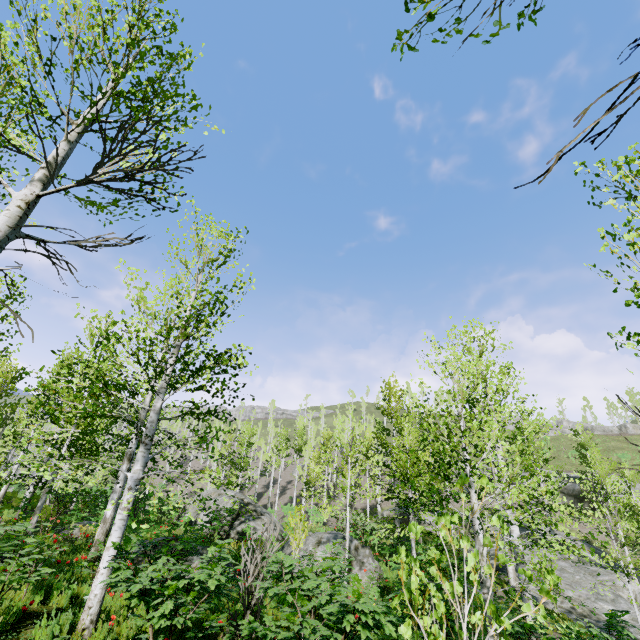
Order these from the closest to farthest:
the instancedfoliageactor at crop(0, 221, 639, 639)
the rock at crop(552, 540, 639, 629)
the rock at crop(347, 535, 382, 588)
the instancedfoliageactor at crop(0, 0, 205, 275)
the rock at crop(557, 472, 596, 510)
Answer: the instancedfoliageactor at crop(0, 0, 205, 275)
the instancedfoliageactor at crop(0, 221, 639, 639)
the rock at crop(347, 535, 382, 588)
the rock at crop(552, 540, 639, 629)
the rock at crop(557, 472, 596, 510)

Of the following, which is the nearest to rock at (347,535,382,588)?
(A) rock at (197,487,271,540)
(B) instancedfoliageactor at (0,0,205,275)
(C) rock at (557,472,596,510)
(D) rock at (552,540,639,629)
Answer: (A) rock at (197,487,271,540)

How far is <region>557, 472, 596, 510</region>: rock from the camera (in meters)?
33.75

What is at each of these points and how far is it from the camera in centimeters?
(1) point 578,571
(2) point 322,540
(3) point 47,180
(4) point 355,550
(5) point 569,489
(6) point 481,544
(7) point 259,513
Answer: (1) rock, 1809cm
(2) rock, 1252cm
(3) instancedfoliageactor, 366cm
(4) rock, 1252cm
(5) rock, 3488cm
(6) instancedfoliageactor, 589cm
(7) rock, 2017cm

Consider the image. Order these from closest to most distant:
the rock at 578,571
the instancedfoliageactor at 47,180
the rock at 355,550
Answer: the instancedfoliageactor at 47,180 → the rock at 355,550 → the rock at 578,571

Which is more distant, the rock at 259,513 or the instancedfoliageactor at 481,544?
the rock at 259,513

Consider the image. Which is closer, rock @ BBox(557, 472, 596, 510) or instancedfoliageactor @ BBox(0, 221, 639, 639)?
instancedfoliageactor @ BBox(0, 221, 639, 639)
